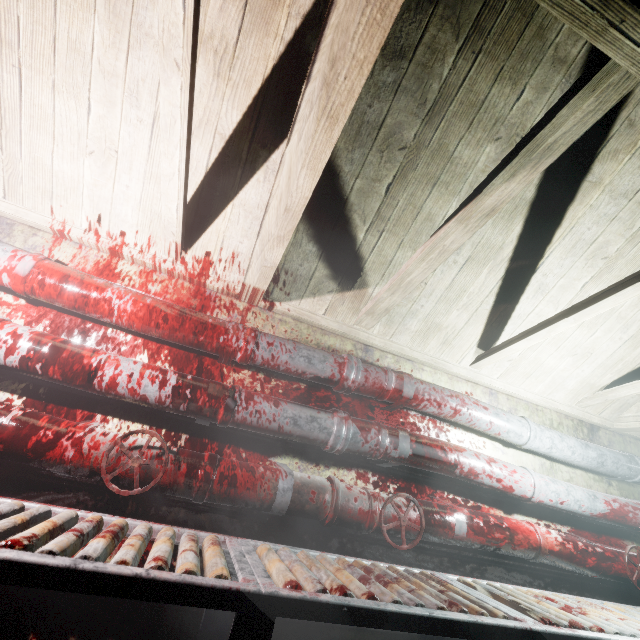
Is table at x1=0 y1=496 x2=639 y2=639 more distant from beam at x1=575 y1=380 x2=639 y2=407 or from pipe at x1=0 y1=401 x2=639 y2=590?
beam at x1=575 y1=380 x2=639 y2=407

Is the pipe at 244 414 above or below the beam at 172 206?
below

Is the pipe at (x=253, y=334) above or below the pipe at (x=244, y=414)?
above

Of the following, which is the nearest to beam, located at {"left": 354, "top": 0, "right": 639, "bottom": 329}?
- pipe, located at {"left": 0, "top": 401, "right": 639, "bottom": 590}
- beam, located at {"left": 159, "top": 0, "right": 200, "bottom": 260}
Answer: beam, located at {"left": 159, "top": 0, "right": 200, "bottom": 260}

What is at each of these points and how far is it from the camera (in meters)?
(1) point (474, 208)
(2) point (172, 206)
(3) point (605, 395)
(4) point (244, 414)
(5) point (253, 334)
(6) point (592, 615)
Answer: (1) beam, 1.30
(2) beam, 1.52
(3) beam, 2.39
(4) pipe, 1.55
(5) pipe, 1.70
(6) table, 1.41

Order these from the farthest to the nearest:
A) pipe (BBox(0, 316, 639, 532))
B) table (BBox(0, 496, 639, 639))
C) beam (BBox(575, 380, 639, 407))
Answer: beam (BBox(575, 380, 639, 407))
pipe (BBox(0, 316, 639, 532))
table (BBox(0, 496, 639, 639))

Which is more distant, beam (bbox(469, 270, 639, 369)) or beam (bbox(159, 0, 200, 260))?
beam (bbox(469, 270, 639, 369))

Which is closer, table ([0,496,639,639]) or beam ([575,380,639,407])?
→ table ([0,496,639,639])
